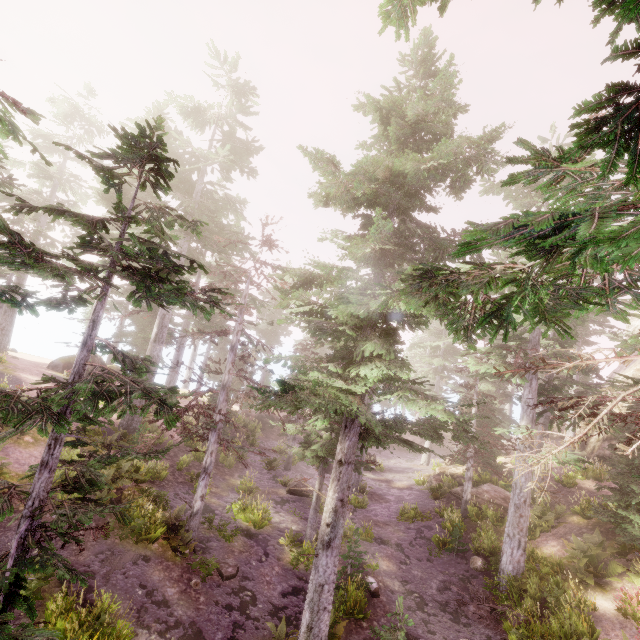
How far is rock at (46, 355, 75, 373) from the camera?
28.1 meters

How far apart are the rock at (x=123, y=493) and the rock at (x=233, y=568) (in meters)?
3.42

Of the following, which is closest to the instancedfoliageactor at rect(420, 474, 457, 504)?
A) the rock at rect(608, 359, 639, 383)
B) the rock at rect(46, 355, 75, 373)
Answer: the rock at rect(608, 359, 639, 383)

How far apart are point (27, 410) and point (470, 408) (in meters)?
22.97

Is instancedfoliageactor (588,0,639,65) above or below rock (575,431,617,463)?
above

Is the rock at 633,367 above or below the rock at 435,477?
above

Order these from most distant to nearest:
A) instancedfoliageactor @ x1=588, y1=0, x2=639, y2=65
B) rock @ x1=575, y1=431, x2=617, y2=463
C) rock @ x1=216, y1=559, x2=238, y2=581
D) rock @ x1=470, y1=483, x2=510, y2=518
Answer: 1. rock @ x1=575, y1=431, x2=617, y2=463
2. rock @ x1=470, y1=483, x2=510, y2=518
3. rock @ x1=216, y1=559, x2=238, y2=581
4. instancedfoliageactor @ x1=588, y1=0, x2=639, y2=65

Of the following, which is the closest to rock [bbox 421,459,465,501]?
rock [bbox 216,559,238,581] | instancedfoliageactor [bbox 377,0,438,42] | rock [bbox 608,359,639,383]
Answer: instancedfoliageactor [bbox 377,0,438,42]
